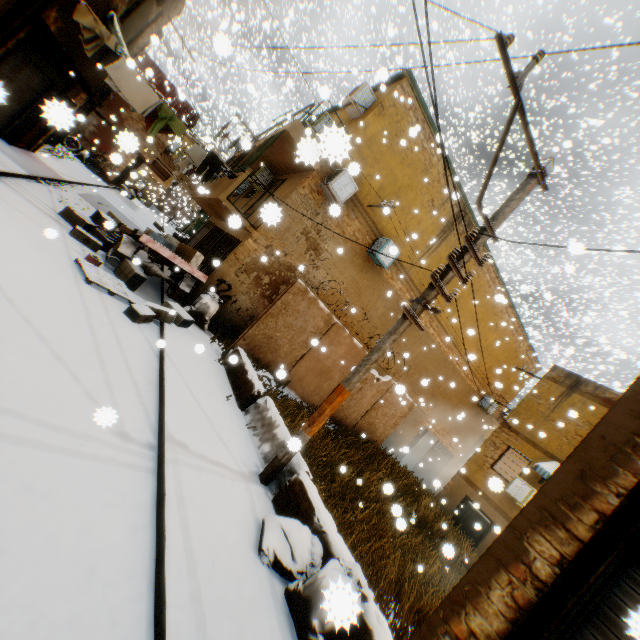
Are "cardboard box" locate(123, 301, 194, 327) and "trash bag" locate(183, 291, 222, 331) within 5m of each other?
yes

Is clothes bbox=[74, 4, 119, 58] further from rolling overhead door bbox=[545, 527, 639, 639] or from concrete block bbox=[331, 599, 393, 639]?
concrete block bbox=[331, 599, 393, 639]

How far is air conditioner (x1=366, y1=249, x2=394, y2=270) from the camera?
12.10m

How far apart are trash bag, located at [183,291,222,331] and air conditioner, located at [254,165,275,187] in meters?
5.9 m

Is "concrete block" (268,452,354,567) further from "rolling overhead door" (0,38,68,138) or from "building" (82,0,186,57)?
"rolling overhead door" (0,38,68,138)

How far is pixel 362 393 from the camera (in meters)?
12.30

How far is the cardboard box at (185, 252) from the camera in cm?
868
